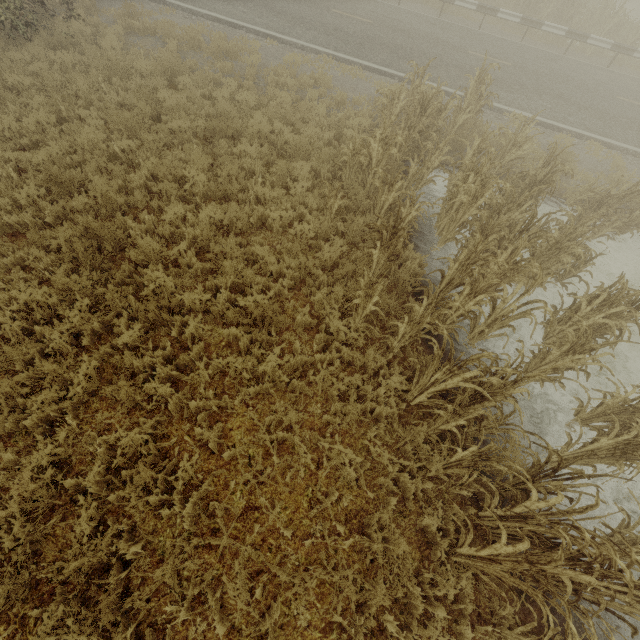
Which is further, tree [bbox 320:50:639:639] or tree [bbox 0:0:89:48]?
tree [bbox 0:0:89:48]

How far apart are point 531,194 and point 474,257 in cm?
237

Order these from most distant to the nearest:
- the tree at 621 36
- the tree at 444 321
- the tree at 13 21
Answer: the tree at 621 36, the tree at 13 21, the tree at 444 321

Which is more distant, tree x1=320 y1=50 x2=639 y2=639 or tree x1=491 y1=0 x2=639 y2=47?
tree x1=491 y1=0 x2=639 y2=47

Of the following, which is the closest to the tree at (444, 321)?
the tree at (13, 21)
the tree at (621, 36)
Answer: the tree at (13, 21)

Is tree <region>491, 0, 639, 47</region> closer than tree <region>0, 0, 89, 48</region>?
No

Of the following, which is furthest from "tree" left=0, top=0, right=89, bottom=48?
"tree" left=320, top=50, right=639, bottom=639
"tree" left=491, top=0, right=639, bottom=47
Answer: "tree" left=491, top=0, right=639, bottom=47
